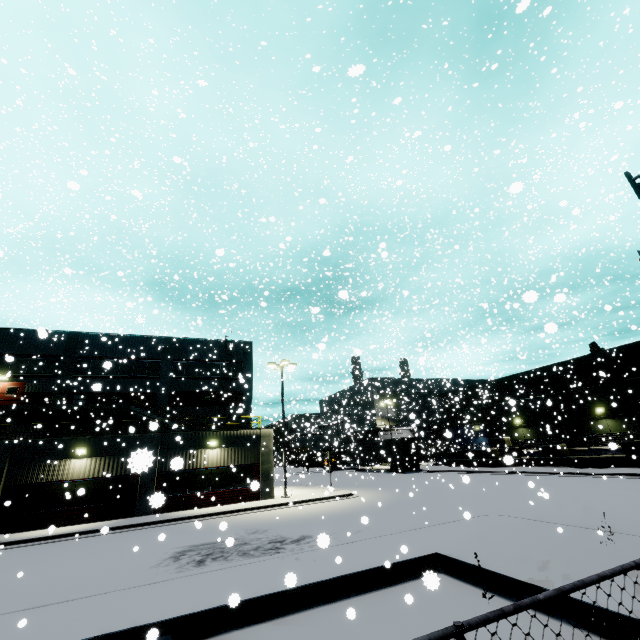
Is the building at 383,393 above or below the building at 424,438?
above

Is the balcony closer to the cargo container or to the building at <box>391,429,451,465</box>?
A: the building at <box>391,429,451,465</box>

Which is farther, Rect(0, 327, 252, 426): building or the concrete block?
Rect(0, 327, 252, 426): building

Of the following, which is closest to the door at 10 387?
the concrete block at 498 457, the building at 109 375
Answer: the building at 109 375

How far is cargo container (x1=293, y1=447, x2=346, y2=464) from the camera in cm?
4156

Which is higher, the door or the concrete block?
the door

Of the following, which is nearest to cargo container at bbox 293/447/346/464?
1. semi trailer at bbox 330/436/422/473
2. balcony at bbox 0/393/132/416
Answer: semi trailer at bbox 330/436/422/473

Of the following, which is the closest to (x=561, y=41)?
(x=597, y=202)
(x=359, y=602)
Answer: (x=359, y=602)
